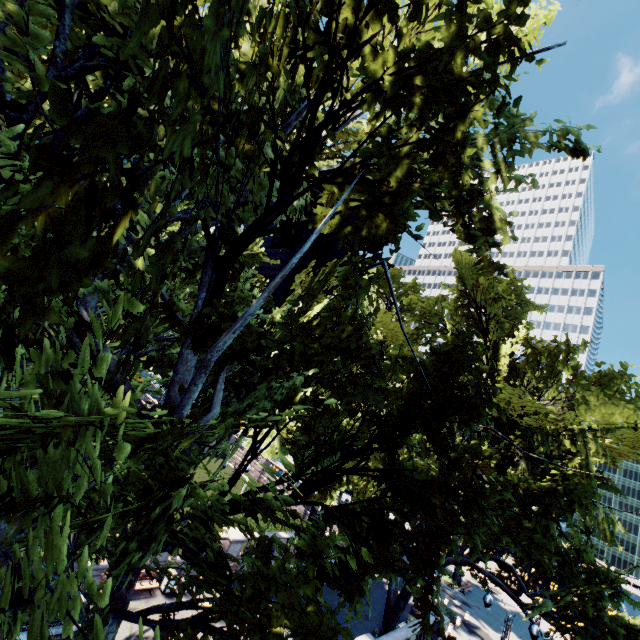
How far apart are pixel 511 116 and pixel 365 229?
4.9 meters
